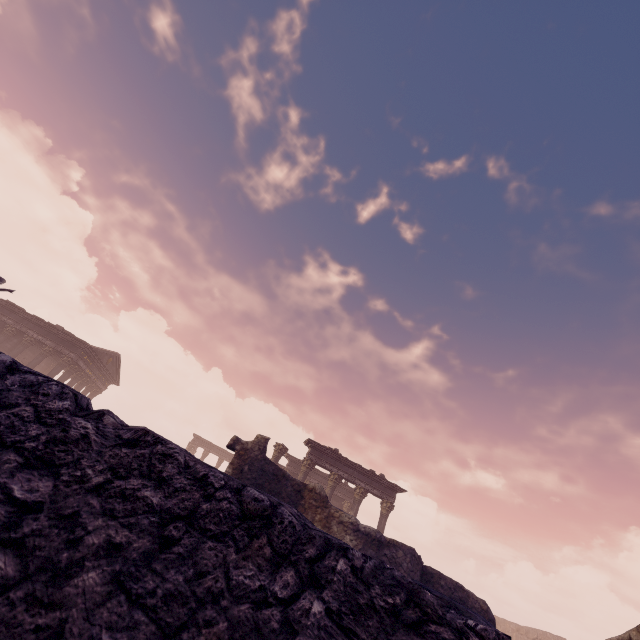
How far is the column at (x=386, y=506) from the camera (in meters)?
18.00

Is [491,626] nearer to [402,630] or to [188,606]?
[402,630]

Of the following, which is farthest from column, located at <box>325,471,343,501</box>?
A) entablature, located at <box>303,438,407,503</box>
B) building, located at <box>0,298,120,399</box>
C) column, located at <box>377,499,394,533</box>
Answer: building, located at <box>0,298,120,399</box>

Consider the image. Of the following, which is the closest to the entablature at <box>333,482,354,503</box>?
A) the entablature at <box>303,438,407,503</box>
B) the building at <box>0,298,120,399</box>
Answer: the entablature at <box>303,438,407,503</box>

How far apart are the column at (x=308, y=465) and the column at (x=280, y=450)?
0.8 meters

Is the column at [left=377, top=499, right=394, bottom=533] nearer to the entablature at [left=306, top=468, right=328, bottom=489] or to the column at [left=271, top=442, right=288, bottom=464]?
the entablature at [left=306, top=468, right=328, bottom=489]

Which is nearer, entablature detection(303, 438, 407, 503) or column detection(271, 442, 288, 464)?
column detection(271, 442, 288, 464)

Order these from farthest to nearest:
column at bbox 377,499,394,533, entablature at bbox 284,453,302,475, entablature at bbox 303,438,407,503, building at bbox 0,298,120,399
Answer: entablature at bbox 284,453,302,475 → building at bbox 0,298,120,399 → entablature at bbox 303,438,407,503 → column at bbox 377,499,394,533
